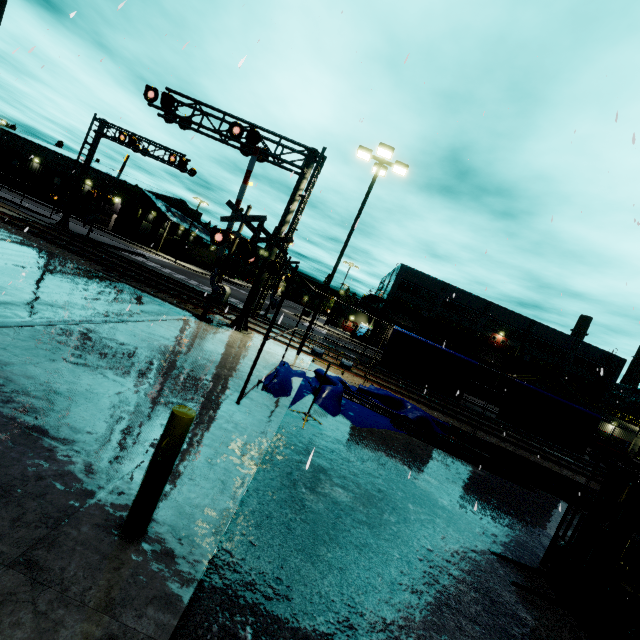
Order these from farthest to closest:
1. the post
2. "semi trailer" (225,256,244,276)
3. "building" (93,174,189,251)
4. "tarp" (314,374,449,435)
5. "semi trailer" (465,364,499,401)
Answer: "semi trailer" (225,256,244,276), "building" (93,174,189,251), "semi trailer" (465,364,499,401), "tarp" (314,374,449,435), the post

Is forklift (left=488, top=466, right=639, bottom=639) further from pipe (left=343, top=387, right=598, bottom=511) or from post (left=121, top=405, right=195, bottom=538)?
post (left=121, top=405, right=195, bottom=538)

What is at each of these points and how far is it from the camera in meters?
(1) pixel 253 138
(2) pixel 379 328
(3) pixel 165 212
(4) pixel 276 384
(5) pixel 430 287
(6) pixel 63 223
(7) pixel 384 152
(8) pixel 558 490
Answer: (1) railroad crossing overhang, 13.8
(2) building, 56.0
(3) building, 49.1
(4) tarp, 8.3
(5) building, 55.4
(6) railroad crossing overhang, 24.7
(7) light, 13.8
(8) pipe, 11.5

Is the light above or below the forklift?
above

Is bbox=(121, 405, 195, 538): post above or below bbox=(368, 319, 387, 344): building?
below

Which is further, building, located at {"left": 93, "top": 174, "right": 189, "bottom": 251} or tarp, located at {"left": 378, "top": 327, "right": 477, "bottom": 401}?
building, located at {"left": 93, "top": 174, "right": 189, "bottom": 251}

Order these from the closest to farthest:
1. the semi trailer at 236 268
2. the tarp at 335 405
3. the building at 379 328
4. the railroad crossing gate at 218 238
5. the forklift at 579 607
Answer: the forklift at 579 607
the tarp at 335 405
the railroad crossing gate at 218 238
the building at 379 328
the semi trailer at 236 268

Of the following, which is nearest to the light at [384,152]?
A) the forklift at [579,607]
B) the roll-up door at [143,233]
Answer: the forklift at [579,607]
